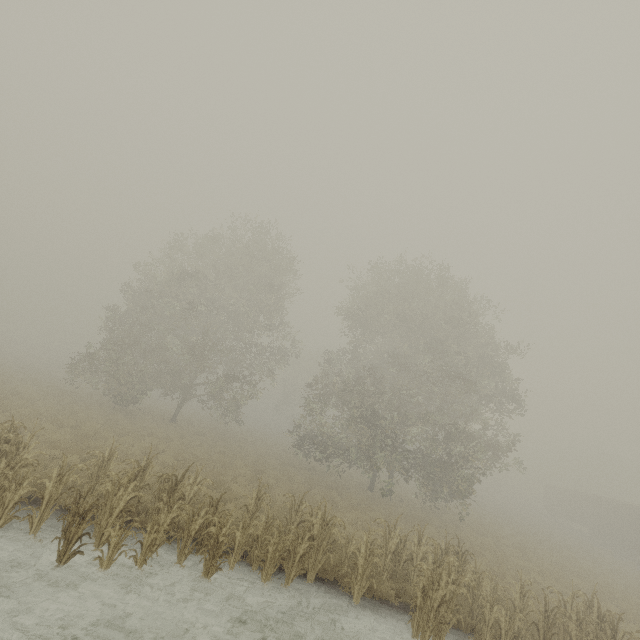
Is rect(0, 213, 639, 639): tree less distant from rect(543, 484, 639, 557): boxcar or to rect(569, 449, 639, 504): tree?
rect(569, 449, 639, 504): tree

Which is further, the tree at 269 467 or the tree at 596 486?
the tree at 596 486

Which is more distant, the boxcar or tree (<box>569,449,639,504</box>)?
tree (<box>569,449,639,504</box>)

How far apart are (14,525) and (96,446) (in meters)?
7.23

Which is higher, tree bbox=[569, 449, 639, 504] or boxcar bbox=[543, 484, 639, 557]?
tree bbox=[569, 449, 639, 504]

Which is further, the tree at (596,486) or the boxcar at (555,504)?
the tree at (596,486)

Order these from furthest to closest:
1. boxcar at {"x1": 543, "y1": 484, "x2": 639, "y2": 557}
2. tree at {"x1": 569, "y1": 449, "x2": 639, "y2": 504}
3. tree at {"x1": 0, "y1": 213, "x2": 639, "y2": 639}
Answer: tree at {"x1": 569, "y1": 449, "x2": 639, "y2": 504} → boxcar at {"x1": 543, "y1": 484, "x2": 639, "y2": 557} → tree at {"x1": 0, "y1": 213, "x2": 639, "y2": 639}
